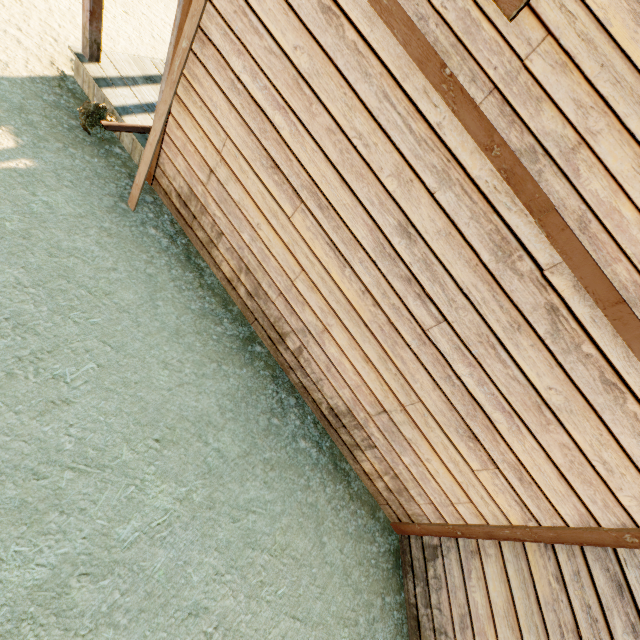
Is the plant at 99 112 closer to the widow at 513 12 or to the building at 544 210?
the building at 544 210

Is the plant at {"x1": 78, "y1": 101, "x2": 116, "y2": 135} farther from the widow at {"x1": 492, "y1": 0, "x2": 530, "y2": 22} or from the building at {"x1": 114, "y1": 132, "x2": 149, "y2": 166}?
the widow at {"x1": 492, "y1": 0, "x2": 530, "y2": 22}

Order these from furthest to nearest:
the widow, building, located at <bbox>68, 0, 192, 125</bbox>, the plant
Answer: the plant < building, located at <bbox>68, 0, 192, 125</bbox> < the widow

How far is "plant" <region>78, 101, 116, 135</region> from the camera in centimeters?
436cm

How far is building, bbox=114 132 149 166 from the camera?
4.6 meters

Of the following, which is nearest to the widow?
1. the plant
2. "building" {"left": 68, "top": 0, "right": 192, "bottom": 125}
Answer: "building" {"left": 68, "top": 0, "right": 192, "bottom": 125}

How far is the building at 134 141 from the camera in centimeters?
464cm

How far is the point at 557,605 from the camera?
3.0m
